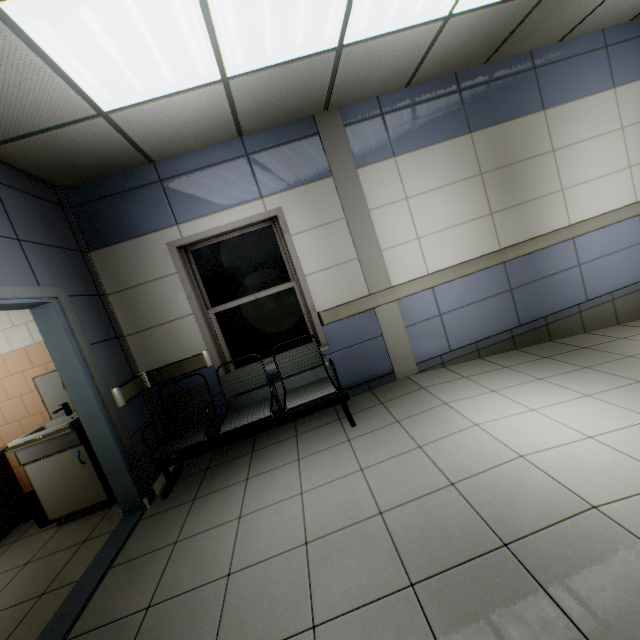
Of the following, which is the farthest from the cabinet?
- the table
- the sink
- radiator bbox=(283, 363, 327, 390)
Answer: radiator bbox=(283, 363, 327, 390)

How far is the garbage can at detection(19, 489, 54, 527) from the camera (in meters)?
3.27

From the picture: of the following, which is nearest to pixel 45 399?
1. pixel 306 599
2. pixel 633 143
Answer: pixel 306 599

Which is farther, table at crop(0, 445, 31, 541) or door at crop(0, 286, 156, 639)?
table at crop(0, 445, 31, 541)

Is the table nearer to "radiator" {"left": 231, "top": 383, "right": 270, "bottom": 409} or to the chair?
the chair

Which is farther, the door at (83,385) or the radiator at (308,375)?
the radiator at (308,375)

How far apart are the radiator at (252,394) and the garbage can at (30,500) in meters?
2.0 m

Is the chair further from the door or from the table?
the table
